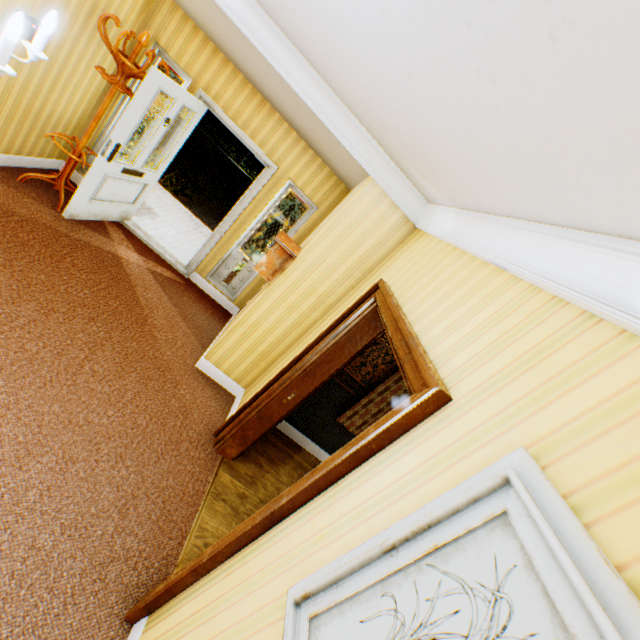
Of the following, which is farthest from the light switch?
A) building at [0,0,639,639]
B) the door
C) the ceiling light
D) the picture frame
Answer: the picture frame

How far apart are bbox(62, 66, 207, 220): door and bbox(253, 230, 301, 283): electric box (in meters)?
2.05

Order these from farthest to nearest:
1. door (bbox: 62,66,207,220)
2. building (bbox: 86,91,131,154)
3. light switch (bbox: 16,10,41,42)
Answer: building (bbox: 86,91,131,154) → door (bbox: 62,66,207,220) → light switch (bbox: 16,10,41,42)

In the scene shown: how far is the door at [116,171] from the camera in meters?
3.6 m

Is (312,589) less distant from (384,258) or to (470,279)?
(470,279)

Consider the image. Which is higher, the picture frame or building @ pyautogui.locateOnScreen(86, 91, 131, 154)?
the picture frame

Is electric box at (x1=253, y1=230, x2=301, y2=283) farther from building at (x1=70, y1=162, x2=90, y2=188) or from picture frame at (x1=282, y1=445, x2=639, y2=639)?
picture frame at (x1=282, y1=445, x2=639, y2=639)

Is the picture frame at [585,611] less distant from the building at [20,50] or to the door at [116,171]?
the building at [20,50]
